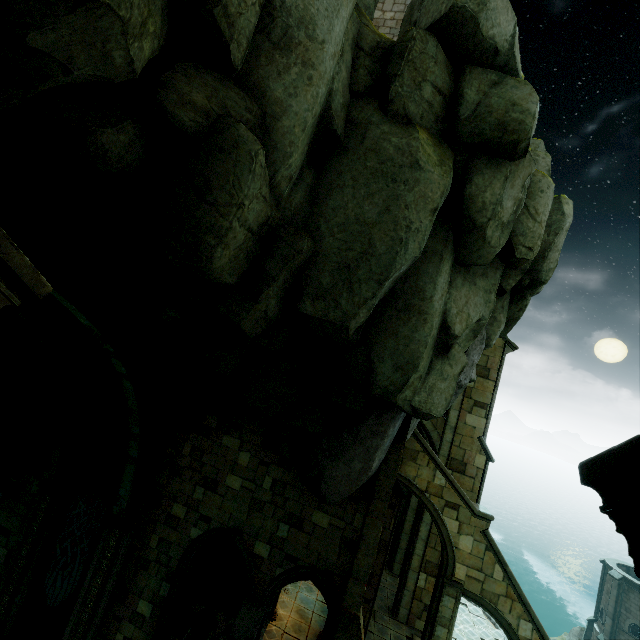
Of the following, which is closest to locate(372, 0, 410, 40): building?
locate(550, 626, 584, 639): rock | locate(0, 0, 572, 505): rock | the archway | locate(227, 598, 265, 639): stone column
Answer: locate(0, 0, 572, 505): rock

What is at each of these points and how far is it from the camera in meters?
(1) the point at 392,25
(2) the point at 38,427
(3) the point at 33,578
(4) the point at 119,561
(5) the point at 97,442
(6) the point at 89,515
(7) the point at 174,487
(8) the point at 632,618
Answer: (1) building, 12.1
(2) rock, 12.2
(3) stone column, 11.5
(4) stone column, 11.0
(5) arch part, 12.4
(6) flag, 11.6
(7) building, 11.5
(8) building, 27.3

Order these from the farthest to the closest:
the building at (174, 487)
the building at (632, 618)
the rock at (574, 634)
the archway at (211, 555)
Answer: the rock at (574, 634) < the building at (632, 618) < the archway at (211, 555) < the building at (174, 487)

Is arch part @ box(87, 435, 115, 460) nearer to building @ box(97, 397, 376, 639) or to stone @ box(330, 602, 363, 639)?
building @ box(97, 397, 376, 639)

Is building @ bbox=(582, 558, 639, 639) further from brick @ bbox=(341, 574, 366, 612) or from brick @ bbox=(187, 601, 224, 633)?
brick @ bbox=(187, 601, 224, 633)

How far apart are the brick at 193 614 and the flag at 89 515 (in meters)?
4.74

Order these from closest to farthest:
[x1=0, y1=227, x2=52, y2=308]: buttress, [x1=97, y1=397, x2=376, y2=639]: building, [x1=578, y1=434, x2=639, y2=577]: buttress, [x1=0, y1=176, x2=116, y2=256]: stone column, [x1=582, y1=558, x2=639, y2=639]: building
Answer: [x1=578, y1=434, x2=639, y2=577]: buttress < [x1=0, y1=227, x2=52, y2=308]: buttress < [x1=0, y1=176, x2=116, y2=256]: stone column < [x1=97, y1=397, x2=376, y2=639]: building < [x1=582, y1=558, x2=639, y2=639]: building

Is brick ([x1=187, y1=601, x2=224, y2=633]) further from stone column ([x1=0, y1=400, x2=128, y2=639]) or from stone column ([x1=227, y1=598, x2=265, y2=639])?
stone column ([x1=0, y1=400, x2=128, y2=639])
